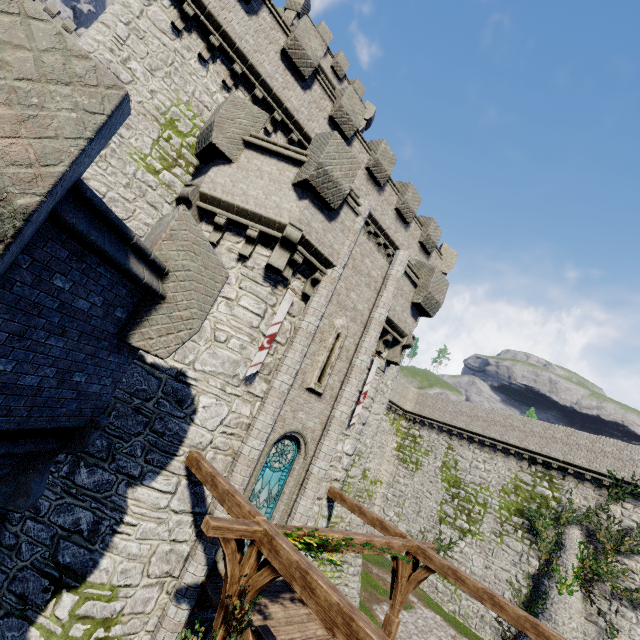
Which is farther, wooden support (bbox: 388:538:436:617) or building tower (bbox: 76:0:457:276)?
building tower (bbox: 76:0:457:276)

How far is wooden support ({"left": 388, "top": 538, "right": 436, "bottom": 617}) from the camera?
8.6 meters

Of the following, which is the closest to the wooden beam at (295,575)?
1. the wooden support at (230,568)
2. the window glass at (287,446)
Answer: the wooden support at (230,568)

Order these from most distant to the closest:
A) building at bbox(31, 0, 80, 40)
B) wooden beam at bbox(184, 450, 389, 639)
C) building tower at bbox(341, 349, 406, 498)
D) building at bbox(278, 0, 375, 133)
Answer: building at bbox(31, 0, 80, 40), building at bbox(278, 0, 375, 133), building tower at bbox(341, 349, 406, 498), wooden beam at bbox(184, 450, 389, 639)

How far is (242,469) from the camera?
8.6m

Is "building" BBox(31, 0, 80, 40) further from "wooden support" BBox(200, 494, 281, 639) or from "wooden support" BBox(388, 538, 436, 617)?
"wooden support" BBox(388, 538, 436, 617)

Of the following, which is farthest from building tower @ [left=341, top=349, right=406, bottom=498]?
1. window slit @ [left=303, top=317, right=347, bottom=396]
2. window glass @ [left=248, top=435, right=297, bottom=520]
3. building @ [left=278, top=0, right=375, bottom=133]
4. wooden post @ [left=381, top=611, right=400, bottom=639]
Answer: wooden post @ [left=381, top=611, right=400, bottom=639]

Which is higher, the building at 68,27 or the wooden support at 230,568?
the building at 68,27
